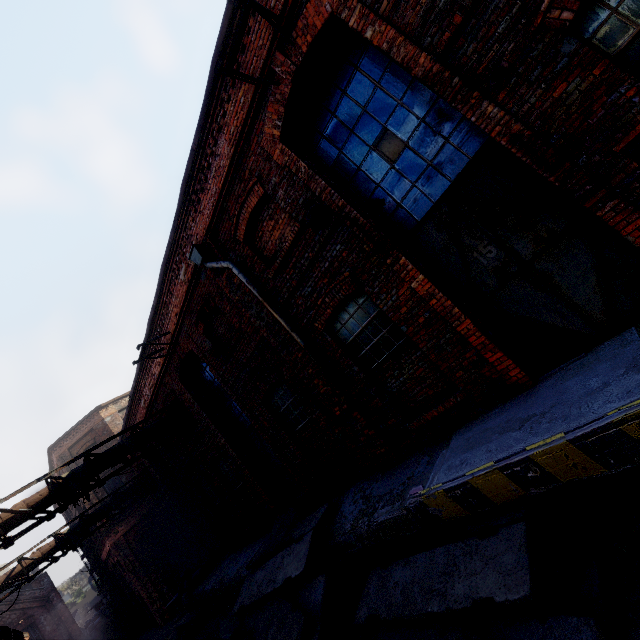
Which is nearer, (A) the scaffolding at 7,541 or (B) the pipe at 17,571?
(A) the scaffolding at 7,541

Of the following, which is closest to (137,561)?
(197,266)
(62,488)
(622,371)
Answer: (62,488)

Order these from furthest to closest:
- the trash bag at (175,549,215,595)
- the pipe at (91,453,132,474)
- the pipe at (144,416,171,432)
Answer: the trash bag at (175,549,215,595) < the pipe at (144,416,171,432) < the pipe at (91,453,132,474)

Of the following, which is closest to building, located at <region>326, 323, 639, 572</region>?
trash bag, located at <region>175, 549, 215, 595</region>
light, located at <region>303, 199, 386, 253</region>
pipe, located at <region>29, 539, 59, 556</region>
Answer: trash bag, located at <region>175, 549, 215, 595</region>

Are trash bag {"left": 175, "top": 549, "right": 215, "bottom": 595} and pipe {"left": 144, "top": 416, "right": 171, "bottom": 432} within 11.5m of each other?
yes

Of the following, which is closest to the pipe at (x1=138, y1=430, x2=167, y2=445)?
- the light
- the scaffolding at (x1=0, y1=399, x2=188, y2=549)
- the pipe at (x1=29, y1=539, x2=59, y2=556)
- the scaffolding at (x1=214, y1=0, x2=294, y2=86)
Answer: the scaffolding at (x1=0, y1=399, x2=188, y2=549)

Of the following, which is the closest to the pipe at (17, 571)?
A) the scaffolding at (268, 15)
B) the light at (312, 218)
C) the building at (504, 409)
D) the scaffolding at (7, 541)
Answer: the building at (504, 409)

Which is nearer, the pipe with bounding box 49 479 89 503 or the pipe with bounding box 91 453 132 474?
the pipe with bounding box 49 479 89 503
